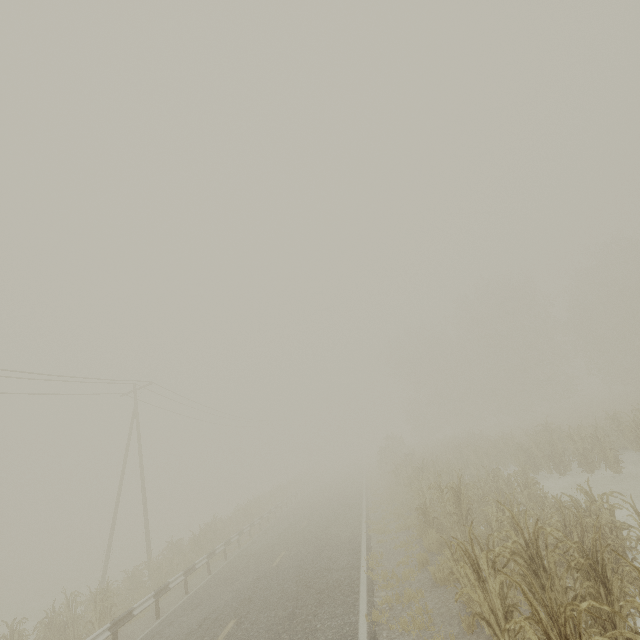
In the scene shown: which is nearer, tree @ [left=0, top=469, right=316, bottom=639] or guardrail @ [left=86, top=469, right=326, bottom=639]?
guardrail @ [left=86, top=469, right=326, bottom=639]

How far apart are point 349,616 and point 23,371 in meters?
17.0

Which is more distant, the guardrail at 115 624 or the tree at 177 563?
the tree at 177 563
